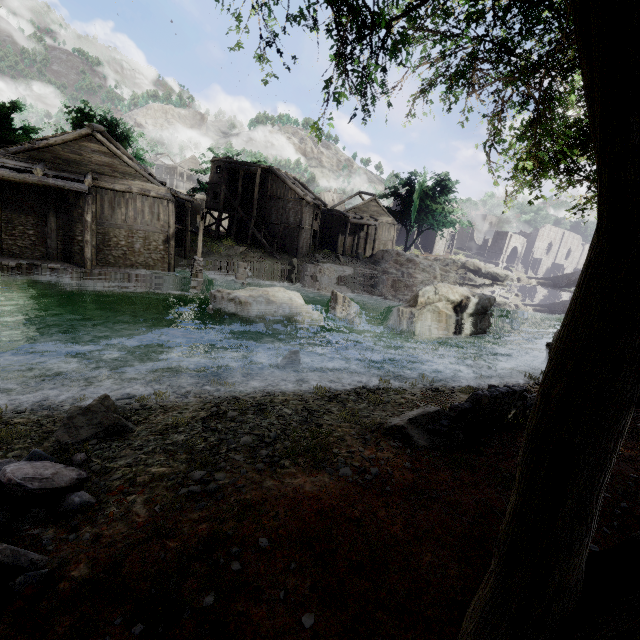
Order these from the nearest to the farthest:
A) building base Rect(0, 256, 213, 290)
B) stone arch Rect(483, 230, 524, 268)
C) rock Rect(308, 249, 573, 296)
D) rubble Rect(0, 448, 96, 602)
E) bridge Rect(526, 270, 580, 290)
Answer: rubble Rect(0, 448, 96, 602)
building base Rect(0, 256, 213, 290)
rock Rect(308, 249, 573, 296)
bridge Rect(526, 270, 580, 290)
stone arch Rect(483, 230, 524, 268)

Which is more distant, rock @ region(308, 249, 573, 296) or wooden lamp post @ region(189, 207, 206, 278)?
rock @ region(308, 249, 573, 296)

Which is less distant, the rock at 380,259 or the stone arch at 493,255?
the rock at 380,259

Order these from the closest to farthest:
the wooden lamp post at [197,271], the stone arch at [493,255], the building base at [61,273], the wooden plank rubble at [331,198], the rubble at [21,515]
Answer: the rubble at [21,515], the building base at [61,273], the wooden lamp post at [197,271], the wooden plank rubble at [331,198], the stone arch at [493,255]

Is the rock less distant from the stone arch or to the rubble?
the stone arch

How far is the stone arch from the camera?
56.84m

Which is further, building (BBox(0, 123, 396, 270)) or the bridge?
the bridge

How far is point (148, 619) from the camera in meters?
2.7 m
